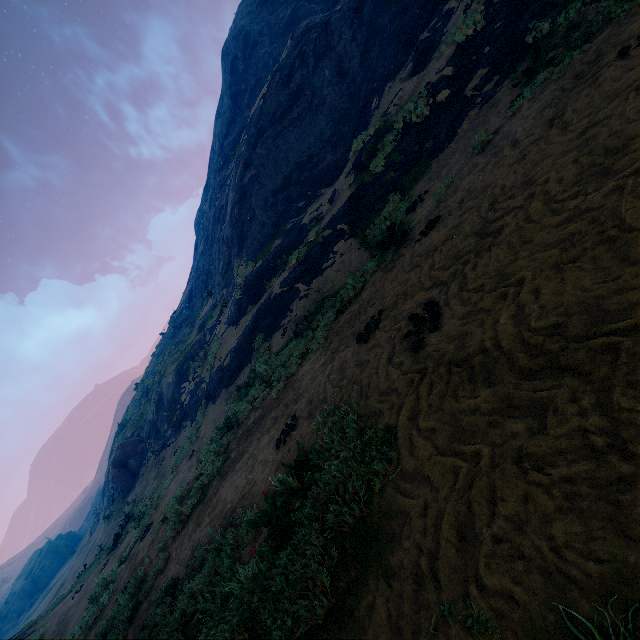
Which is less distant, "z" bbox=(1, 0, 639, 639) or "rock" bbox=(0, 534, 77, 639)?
"z" bbox=(1, 0, 639, 639)

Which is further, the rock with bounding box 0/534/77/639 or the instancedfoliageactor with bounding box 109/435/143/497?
the rock with bounding box 0/534/77/639

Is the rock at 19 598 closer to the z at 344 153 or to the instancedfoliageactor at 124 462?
the z at 344 153

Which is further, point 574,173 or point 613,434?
point 574,173

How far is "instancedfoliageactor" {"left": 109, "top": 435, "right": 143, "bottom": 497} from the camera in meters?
24.1

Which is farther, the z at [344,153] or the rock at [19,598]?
the rock at [19,598]

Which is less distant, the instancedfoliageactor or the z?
the z

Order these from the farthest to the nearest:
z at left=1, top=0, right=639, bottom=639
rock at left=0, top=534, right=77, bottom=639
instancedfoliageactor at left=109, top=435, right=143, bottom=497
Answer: rock at left=0, top=534, right=77, bottom=639 → instancedfoliageactor at left=109, top=435, right=143, bottom=497 → z at left=1, top=0, right=639, bottom=639
